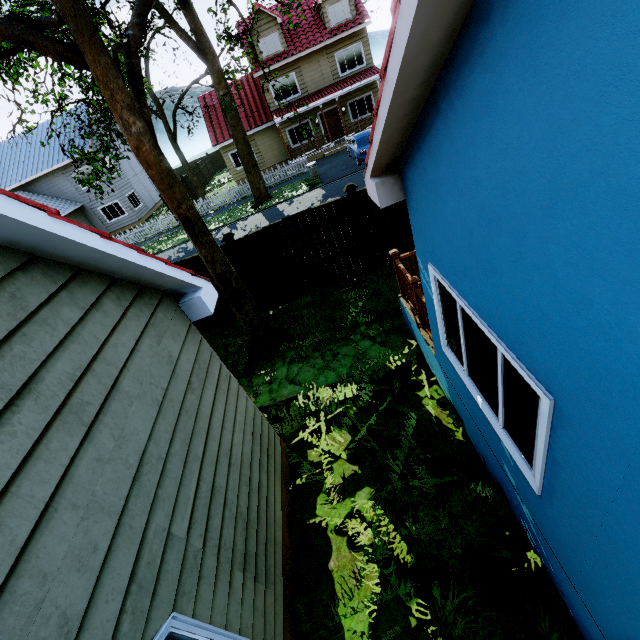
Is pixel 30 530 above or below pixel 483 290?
above

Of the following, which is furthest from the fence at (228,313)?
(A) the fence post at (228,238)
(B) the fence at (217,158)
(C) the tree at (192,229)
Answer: (B) the fence at (217,158)

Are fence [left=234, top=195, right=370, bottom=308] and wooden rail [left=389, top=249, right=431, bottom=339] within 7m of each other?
yes

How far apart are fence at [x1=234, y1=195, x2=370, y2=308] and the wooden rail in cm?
262

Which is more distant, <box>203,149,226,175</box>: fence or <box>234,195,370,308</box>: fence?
<box>203,149,226,175</box>: fence

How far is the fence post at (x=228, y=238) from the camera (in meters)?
8.34

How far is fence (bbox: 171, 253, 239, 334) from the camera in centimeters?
862cm

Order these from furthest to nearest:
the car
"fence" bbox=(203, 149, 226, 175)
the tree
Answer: "fence" bbox=(203, 149, 226, 175), the car, the tree
